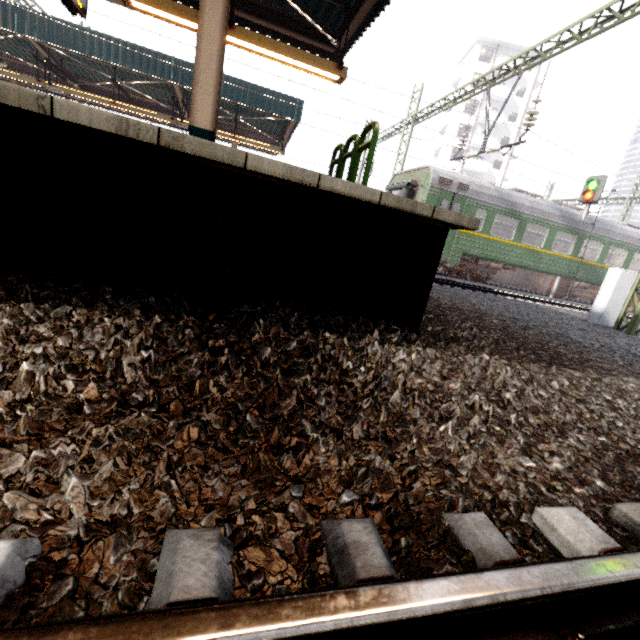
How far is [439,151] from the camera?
47.8m

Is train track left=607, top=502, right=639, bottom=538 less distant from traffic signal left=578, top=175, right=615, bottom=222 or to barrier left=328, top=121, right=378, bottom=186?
barrier left=328, top=121, right=378, bottom=186

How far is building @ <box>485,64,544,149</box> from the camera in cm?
4203

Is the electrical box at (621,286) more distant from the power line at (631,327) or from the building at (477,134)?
the building at (477,134)

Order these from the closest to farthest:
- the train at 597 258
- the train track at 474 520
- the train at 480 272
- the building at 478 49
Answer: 1. the train track at 474 520
2. the train at 480 272
3. the train at 597 258
4. the building at 478 49

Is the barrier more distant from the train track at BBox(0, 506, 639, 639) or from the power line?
the power line

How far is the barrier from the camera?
4.00m

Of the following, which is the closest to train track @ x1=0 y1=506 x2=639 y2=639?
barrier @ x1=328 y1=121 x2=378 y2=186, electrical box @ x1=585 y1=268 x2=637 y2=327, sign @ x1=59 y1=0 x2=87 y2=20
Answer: barrier @ x1=328 y1=121 x2=378 y2=186
